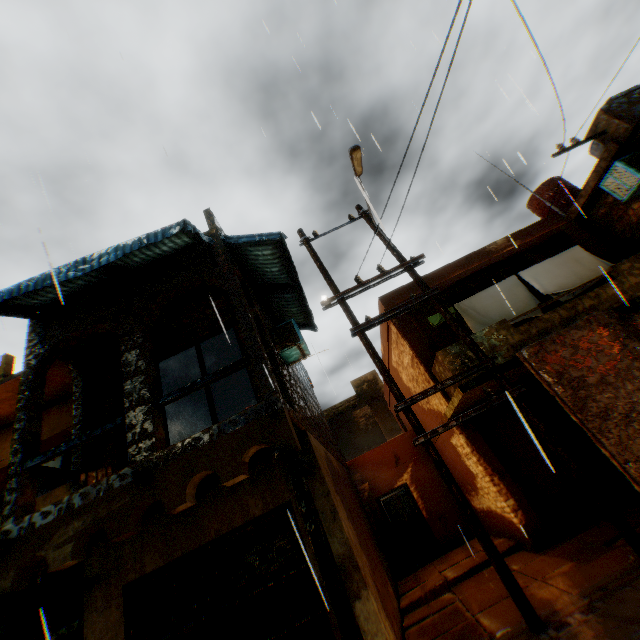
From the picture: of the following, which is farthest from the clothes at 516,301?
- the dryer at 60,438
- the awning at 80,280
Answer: the dryer at 60,438

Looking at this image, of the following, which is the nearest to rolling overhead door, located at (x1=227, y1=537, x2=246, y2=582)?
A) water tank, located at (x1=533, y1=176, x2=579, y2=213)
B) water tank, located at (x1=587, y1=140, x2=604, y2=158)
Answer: water tank, located at (x1=533, y1=176, x2=579, y2=213)

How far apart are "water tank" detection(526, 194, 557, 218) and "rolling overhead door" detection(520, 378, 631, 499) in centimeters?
347cm

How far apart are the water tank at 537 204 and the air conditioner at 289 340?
0.78m

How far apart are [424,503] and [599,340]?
8.8 meters

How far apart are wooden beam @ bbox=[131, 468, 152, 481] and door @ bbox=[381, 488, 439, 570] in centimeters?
1016cm

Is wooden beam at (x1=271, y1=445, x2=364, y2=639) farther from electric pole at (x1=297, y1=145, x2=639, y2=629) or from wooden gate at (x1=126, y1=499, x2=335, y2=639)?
electric pole at (x1=297, y1=145, x2=639, y2=629)

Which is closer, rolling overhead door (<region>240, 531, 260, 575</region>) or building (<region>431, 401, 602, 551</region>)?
rolling overhead door (<region>240, 531, 260, 575</region>)
